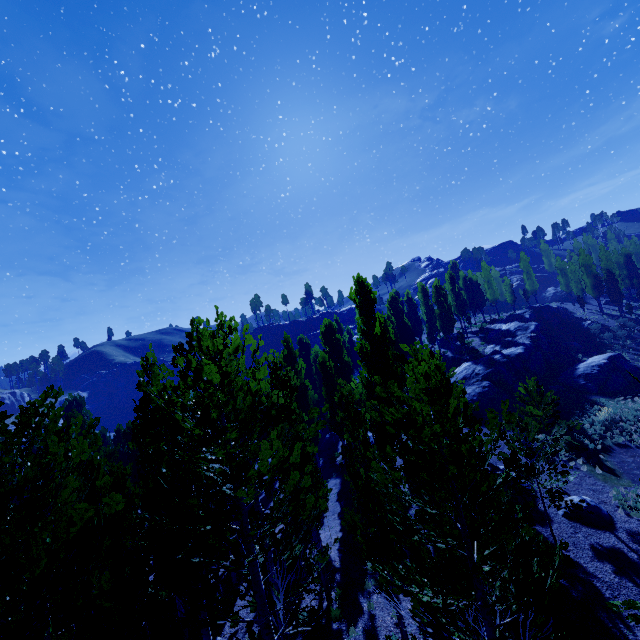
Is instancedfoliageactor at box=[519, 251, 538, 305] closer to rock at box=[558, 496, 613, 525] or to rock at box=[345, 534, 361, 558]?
rock at box=[345, 534, 361, 558]

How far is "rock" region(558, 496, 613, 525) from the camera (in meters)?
14.31

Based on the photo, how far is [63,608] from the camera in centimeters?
220cm

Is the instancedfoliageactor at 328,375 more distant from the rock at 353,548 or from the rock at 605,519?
the rock at 605,519

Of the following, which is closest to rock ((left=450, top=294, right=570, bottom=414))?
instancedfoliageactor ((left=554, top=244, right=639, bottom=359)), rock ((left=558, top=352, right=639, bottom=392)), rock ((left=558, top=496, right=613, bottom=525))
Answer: instancedfoliageactor ((left=554, top=244, right=639, bottom=359))

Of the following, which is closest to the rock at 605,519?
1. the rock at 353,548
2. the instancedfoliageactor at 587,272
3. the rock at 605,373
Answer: the instancedfoliageactor at 587,272

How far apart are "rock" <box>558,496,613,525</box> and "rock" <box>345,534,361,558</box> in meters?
8.6

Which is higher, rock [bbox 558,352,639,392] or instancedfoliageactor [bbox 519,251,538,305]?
instancedfoliageactor [bbox 519,251,538,305]
